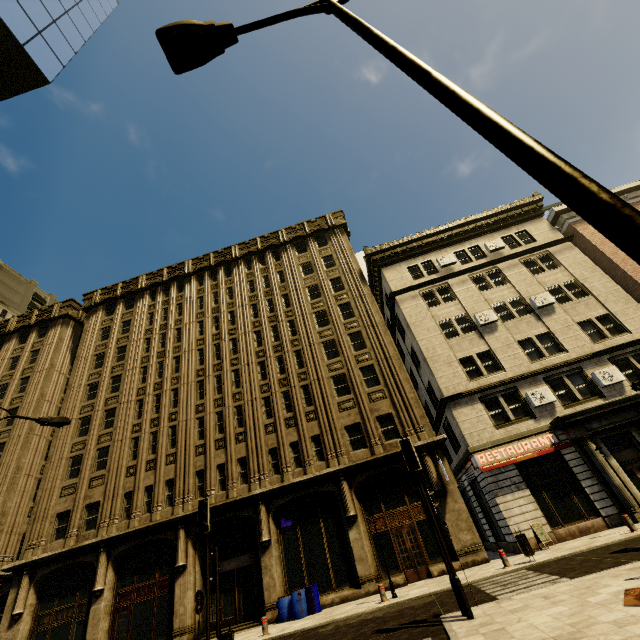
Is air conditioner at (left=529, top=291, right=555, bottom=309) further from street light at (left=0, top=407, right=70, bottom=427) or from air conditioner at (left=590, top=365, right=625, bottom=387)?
street light at (left=0, top=407, right=70, bottom=427)

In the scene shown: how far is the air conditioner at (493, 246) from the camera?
25.36m

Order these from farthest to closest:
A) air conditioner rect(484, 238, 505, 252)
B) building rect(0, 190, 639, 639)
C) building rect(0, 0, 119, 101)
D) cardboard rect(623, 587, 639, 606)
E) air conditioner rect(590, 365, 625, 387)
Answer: air conditioner rect(484, 238, 505, 252)
air conditioner rect(590, 365, 625, 387)
building rect(0, 190, 639, 639)
building rect(0, 0, 119, 101)
cardboard rect(623, 587, 639, 606)

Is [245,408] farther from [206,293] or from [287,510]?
[206,293]

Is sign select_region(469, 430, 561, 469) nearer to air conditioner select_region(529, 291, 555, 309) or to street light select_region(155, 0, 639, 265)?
air conditioner select_region(529, 291, 555, 309)

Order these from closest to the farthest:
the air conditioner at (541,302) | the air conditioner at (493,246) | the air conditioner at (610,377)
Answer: the air conditioner at (610,377)
the air conditioner at (541,302)
the air conditioner at (493,246)

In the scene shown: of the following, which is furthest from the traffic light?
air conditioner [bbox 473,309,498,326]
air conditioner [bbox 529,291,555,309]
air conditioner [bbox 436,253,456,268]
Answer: air conditioner [bbox 436,253,456,268]

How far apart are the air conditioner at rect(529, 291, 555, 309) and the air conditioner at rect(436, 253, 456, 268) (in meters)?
5.75
